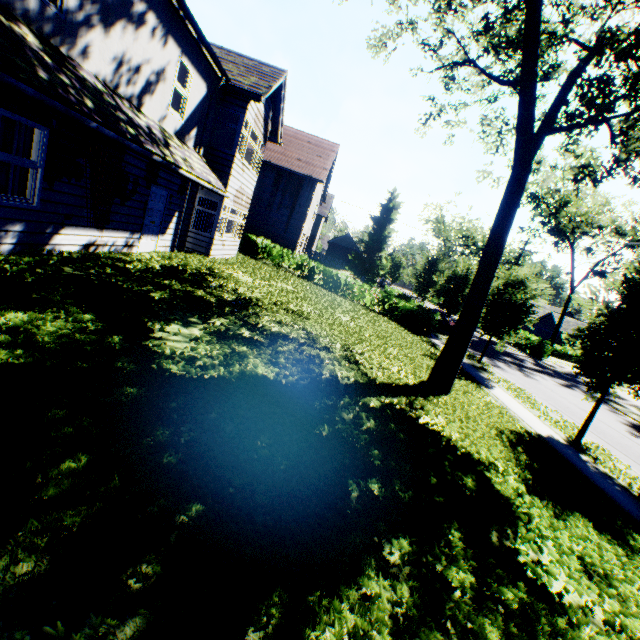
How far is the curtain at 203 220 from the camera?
14.01m

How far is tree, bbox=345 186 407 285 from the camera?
46.2 meters

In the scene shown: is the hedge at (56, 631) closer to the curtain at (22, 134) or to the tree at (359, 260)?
the tree at (359, 260)

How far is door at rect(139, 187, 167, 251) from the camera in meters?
10.6 m

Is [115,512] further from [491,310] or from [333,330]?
[491,310]

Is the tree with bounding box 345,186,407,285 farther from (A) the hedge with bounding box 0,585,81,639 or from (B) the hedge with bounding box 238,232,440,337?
(A) the hedge with bounding box 0,585,81,639

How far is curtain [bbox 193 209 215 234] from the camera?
14.0 meters

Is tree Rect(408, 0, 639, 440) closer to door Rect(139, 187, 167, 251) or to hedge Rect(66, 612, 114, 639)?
hedge Rect(66, 612, 114, 639)
